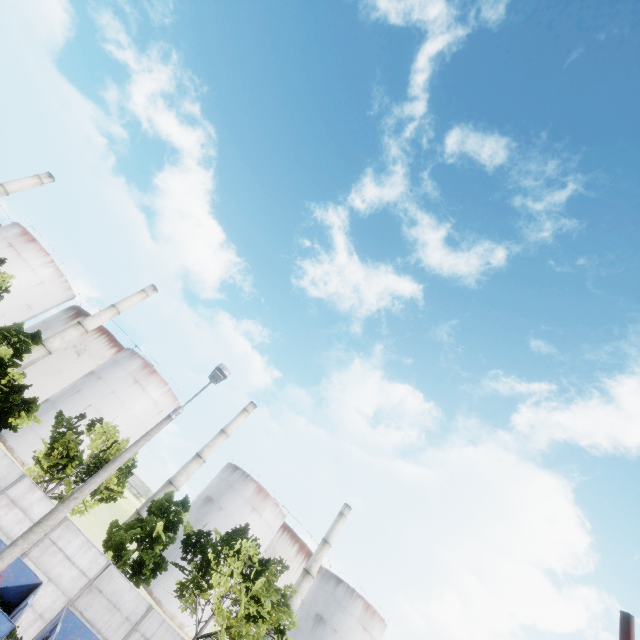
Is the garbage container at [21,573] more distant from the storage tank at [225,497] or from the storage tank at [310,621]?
the storage tank at [310,621]

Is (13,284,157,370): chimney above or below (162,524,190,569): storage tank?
above

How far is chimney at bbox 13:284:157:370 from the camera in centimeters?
4062cm

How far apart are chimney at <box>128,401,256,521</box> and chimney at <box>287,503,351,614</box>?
21.6m

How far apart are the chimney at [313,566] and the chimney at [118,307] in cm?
4654

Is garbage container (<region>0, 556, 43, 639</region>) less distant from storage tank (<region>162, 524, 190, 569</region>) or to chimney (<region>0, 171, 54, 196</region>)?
storage tank (<region>162, 524, 190, 569</region>)

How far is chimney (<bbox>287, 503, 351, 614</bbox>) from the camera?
45.9 meters

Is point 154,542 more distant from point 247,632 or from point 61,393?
point 61,393
